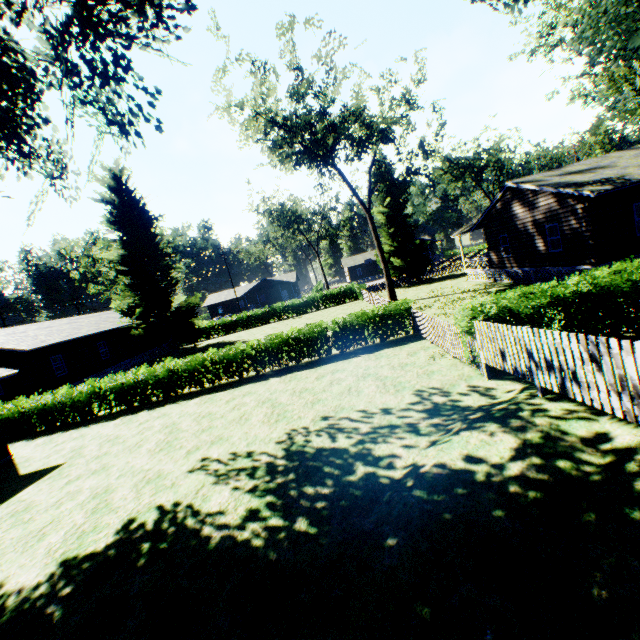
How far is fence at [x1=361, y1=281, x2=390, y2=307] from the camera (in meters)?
24.33

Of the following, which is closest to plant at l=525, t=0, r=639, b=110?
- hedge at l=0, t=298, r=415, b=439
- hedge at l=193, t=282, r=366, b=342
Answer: hedge at l=0, t=298, r=415, b=439

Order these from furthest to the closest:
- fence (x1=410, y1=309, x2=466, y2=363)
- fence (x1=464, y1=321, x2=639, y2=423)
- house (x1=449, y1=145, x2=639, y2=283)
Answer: house (x1=449, y1=145, x2=639, y2=283) < fence (x1=410, y1=309, x2=466, y2=363) < fence (x1=464, y1=321, x2=639, y2=423)

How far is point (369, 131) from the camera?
28.3 meters

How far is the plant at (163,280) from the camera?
31.11m

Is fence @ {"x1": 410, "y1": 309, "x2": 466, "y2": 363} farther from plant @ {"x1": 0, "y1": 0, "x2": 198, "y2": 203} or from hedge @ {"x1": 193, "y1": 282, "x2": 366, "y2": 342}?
hedge @ {"x1": 193, "y1": 282, "x2": 366, "y2": 342}

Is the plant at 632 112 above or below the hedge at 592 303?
above

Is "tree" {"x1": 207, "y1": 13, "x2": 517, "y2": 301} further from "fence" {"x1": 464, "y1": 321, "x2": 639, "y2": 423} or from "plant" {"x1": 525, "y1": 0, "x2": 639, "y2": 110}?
"fence" {"x1": 464, "y1": 321, "x2": 639, "y2": 423}
